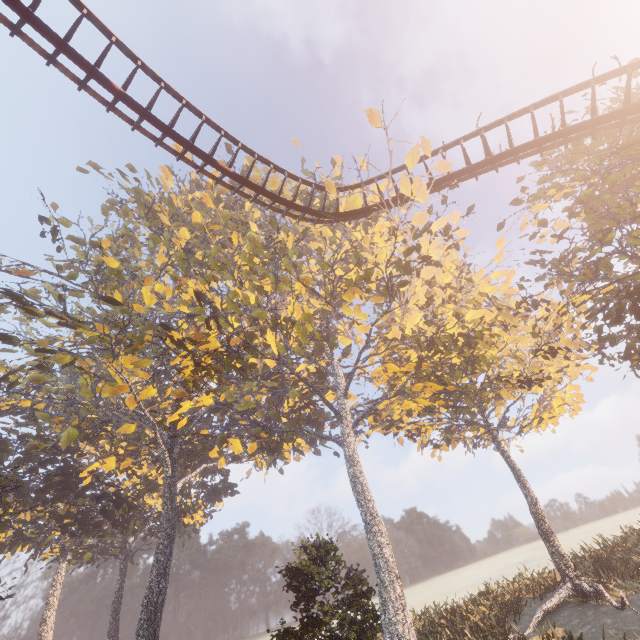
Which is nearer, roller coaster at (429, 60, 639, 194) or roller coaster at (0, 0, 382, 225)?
roller coaster at (0, 0, 382, 225)

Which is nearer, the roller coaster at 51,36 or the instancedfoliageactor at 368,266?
the roller coaster at 51,36

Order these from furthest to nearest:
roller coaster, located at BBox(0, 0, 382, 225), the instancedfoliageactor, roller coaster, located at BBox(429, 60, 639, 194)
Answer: the instancedfoliageactor
roller coaster, located at BBox(429, 60, 639, 194)
roller coaster, located at BBox(0, 0, 382, 225)

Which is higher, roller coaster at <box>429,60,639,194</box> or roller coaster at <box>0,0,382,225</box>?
roller coaster at <box>0,0,382,225</box>

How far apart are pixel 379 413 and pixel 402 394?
3.0m

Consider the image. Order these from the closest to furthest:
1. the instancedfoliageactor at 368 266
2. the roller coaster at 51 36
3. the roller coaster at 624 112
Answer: the roller coaster at 51 36 → the roller coaster at 624 112 → the instancedfoliageactor at 368 266

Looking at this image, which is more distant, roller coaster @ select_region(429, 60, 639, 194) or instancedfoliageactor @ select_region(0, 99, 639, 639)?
instancedfoliageactor @ select_region(0, 99, 639, 639)
